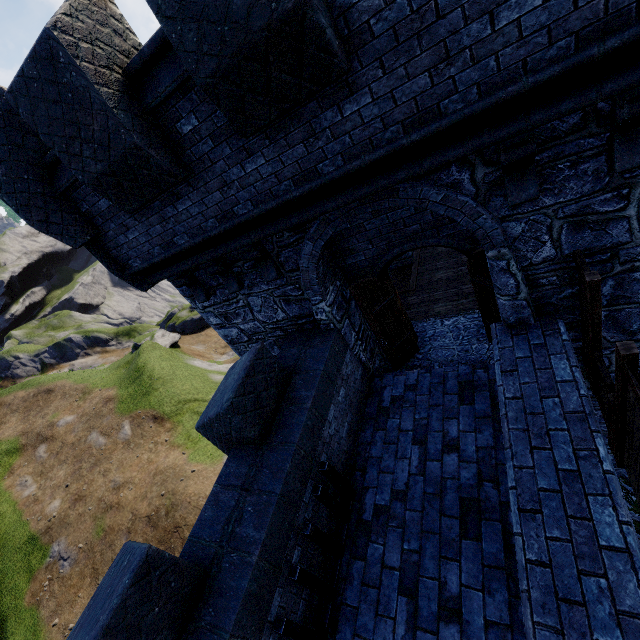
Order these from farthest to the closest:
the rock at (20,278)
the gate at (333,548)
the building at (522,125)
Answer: the rock at (20,278) < the gate at (333,548) < the building at (522,125)

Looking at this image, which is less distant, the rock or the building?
the building

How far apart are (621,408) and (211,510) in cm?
520

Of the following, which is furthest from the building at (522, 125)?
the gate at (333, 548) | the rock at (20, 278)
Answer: the rock at (20, 278)

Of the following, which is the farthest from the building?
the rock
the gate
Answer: the rock

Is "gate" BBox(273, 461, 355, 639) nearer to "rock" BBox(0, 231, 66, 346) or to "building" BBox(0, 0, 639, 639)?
"building" BBox(0, 0, 639, 639)

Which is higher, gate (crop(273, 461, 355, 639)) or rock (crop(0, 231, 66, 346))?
rock (crop(0, 231, 66, 346))
